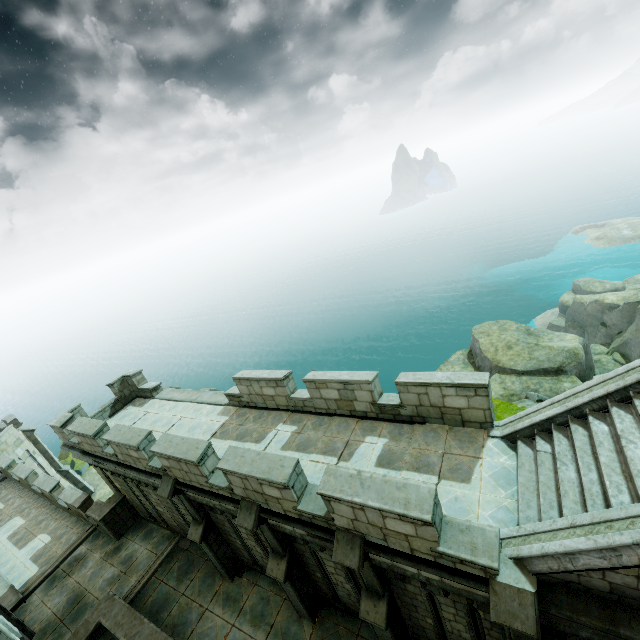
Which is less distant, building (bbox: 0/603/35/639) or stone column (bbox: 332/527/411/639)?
stone column (bbox: 332/527/411/639)

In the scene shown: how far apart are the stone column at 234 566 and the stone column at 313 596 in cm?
252

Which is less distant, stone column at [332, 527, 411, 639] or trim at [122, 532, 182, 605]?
stone column at [332, 527, 411, 639]

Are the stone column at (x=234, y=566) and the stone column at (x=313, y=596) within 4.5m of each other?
yes

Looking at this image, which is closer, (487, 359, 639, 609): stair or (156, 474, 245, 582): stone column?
(487, 359, 639, 609): stair

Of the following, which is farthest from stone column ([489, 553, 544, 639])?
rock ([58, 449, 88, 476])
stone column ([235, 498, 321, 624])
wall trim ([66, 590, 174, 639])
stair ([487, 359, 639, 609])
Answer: rock ([58, 449, 88, 476])

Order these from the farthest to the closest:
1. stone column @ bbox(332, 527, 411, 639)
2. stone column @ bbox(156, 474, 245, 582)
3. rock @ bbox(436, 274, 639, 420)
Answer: rock @ bbox(436, 274, 639, 420)
stone column @ bbox(156, 474, 245, 582)
stone column @ bbox(332, 527, 411, 639)

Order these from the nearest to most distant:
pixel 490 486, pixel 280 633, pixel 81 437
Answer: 1. pixel 490 486
2. pixel 280 633
3. pixel 81 437
